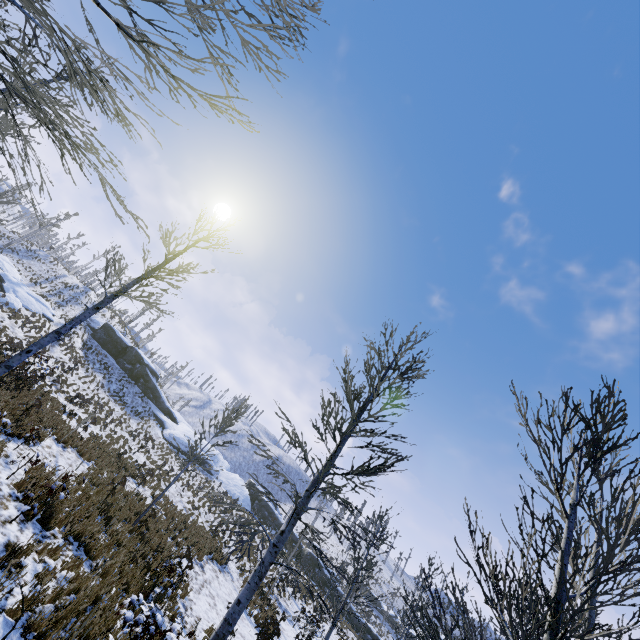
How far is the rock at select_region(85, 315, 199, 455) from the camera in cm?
3838

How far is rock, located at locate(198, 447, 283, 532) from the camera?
38.4m

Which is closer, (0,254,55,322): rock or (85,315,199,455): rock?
(0,254,55,322): rock

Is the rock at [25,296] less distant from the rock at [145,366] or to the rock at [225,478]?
the rock at [145,366]

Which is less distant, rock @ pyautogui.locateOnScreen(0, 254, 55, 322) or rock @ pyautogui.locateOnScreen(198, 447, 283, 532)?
rock @ pyautogui.locateOnScreen(0, 254, 55, 322)

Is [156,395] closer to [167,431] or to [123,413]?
[167,431]

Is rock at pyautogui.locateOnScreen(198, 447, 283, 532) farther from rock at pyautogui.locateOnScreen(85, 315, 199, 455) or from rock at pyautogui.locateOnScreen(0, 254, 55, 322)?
rock at pyautogui.locateOnScreen(0, 254, 55, 322)

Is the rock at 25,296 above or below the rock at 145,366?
below
